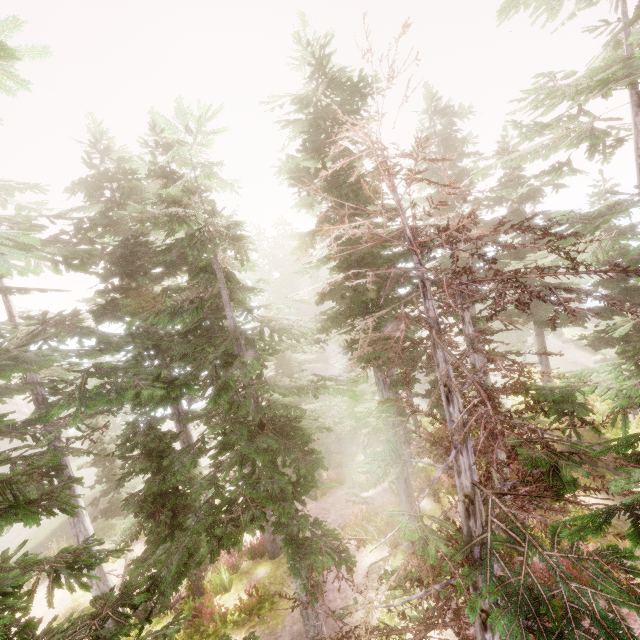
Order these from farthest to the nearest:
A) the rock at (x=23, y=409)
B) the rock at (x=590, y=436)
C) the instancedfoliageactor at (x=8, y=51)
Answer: the rock at (x=23, y=409)
the rock at (x=590, y=436)
the instancedfoliageactor at (x=8, y=51)

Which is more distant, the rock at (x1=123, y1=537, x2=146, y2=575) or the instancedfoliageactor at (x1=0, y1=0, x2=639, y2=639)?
the rock at (x1=123, y1=537, x2=146, y2=575)

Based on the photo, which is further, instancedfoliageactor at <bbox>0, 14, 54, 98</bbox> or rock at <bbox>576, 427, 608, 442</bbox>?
rock at <bbox>576, 427, 608, 442</bbox>

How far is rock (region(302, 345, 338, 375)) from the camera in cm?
4513

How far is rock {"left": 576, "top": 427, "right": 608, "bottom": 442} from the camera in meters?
16.9

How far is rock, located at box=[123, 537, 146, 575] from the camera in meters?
16.2

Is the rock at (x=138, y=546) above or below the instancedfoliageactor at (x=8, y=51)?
below

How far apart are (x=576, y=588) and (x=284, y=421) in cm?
640
